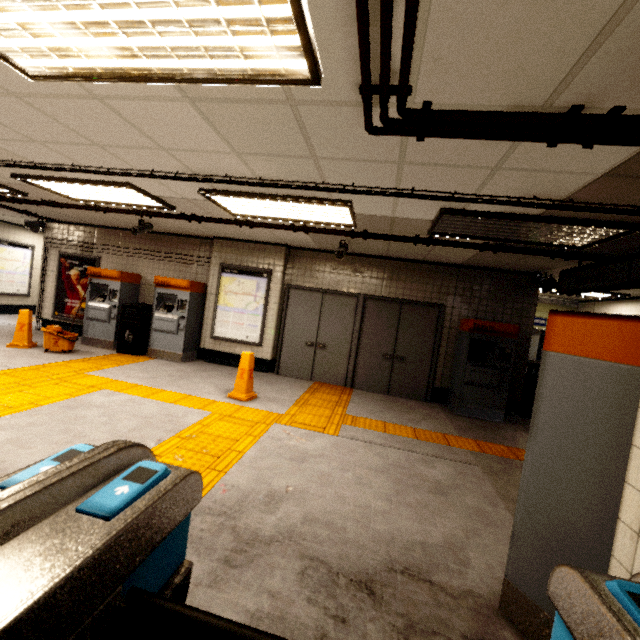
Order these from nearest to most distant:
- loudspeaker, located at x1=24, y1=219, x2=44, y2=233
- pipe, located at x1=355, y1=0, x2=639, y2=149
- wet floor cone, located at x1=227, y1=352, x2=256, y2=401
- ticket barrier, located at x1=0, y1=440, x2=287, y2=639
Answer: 1. ticket barrier, located at x1=0, y1=440, x2=287, y2=639
2. pipe, located at x1=355, y1=0, x2=639, y2=149
3. wet floor cone, located at x1=227, y1=352, x2=256, y2=401
4. loudspeaker, located at x1=24, y1=219, x2=44, y2=233

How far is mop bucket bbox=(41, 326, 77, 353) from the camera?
6.5m

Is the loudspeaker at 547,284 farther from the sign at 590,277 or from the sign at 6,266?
the sign at 6,266

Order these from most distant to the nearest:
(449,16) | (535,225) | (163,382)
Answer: (163,382) < (535,225) < (449,16)

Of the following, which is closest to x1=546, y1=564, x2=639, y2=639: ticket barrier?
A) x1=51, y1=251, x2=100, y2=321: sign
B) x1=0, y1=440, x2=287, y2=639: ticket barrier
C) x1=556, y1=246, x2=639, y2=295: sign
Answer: x1=0, y1=440, x2=287, y2=639: ticket barrier

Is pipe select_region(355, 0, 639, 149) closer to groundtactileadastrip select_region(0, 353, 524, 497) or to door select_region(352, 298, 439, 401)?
groundtactileadastrip select_region(0, 353, 524, 497)

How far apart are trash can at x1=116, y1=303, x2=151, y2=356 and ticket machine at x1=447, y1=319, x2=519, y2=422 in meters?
6.9

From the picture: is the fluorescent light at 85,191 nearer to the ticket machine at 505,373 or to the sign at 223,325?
the sign at 223,325
